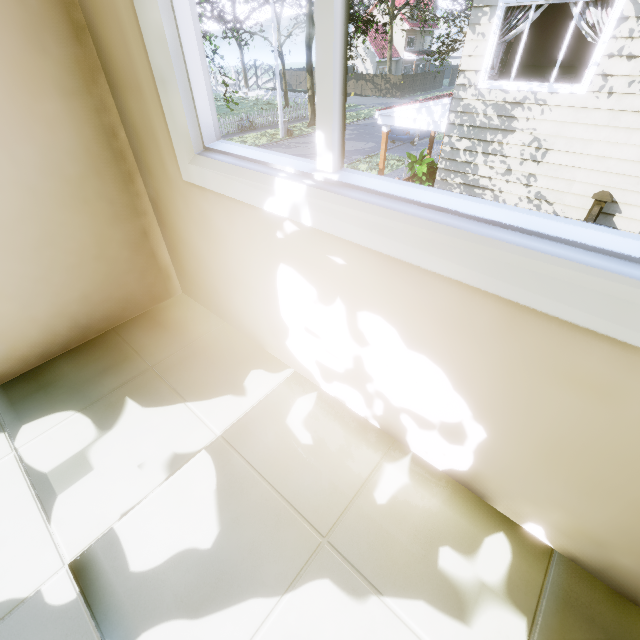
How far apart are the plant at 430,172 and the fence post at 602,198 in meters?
4.7

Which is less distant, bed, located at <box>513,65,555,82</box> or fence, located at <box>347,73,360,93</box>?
bed, located at <box>513,65,555,82</box>

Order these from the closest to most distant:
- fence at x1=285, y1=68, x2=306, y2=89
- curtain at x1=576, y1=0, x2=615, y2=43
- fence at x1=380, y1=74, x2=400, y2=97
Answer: curtain at x1=576, y1=0, x2=615, y2=43, fence at x1=380, y1=74, x2=400, y2=97, fence at x1=285, y1=68, x2=306, y2=89

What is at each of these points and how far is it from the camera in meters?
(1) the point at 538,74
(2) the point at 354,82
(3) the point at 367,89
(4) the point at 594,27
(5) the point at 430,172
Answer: (1) bed, 8.8 m
(2) fence, 40.8 m
(3) fence, 40.2 m
(4) curtain, 5.6 m
(5) plant, 10.8 m

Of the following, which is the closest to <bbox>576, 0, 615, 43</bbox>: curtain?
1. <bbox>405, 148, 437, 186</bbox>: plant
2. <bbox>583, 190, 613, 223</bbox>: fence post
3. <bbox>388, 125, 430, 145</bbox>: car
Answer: <bbox>583, 190, 613, 223</bbox>: fence post

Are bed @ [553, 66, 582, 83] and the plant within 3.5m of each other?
yes

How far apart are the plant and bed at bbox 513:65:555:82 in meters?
2.6

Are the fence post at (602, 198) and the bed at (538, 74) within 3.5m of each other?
no
